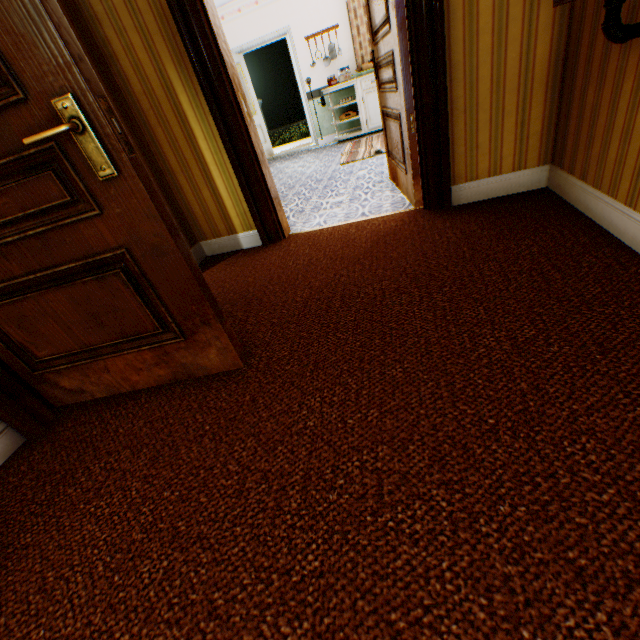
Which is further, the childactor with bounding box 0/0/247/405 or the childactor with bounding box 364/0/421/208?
the childactor with bounding box 364/0/421/208

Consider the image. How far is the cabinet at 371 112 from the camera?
6.5 meters

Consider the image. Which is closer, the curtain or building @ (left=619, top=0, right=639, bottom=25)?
building @ (left=619, top=0, right=639, bottom=25)

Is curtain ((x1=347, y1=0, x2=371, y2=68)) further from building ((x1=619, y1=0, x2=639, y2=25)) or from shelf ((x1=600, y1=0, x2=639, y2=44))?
shelf ((x1=600, y1=0, x2=639, y2=44))

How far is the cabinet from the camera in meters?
6.5 m

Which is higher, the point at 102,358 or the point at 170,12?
the point at 170,12

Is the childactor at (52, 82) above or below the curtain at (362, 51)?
below

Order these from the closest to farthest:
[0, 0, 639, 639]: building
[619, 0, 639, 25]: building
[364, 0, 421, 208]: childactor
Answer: [0, 0, 639, 639]: building → [619, 0, 639, 25]: building → [364, 0, 421, 208]: childactor
